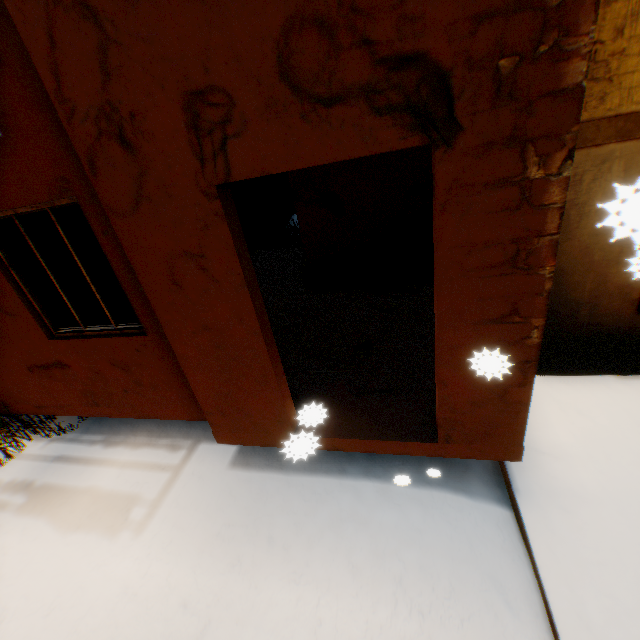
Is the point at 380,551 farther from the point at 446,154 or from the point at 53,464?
the point at 53,464

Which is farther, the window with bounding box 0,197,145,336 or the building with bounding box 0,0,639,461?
the window with bounding box 0,197,145,336

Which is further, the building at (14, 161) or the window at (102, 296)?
the window at (102, 296)
